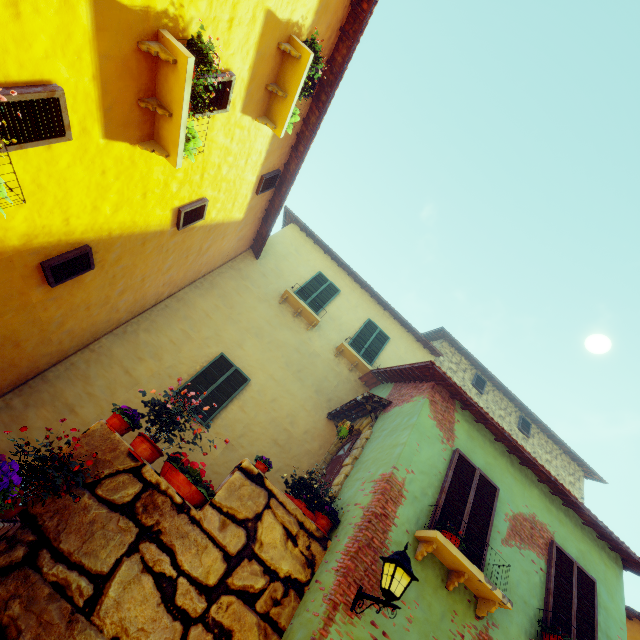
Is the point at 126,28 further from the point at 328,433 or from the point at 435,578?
the point at 328,433

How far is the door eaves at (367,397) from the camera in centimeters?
781cm

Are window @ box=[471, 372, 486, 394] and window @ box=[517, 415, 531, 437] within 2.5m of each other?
yes

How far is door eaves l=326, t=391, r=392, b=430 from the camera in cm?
781

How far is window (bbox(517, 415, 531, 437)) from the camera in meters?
12.6

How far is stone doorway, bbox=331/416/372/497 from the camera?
6.62m

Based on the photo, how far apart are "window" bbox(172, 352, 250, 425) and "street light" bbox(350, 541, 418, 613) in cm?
484

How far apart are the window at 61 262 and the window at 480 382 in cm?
1272
